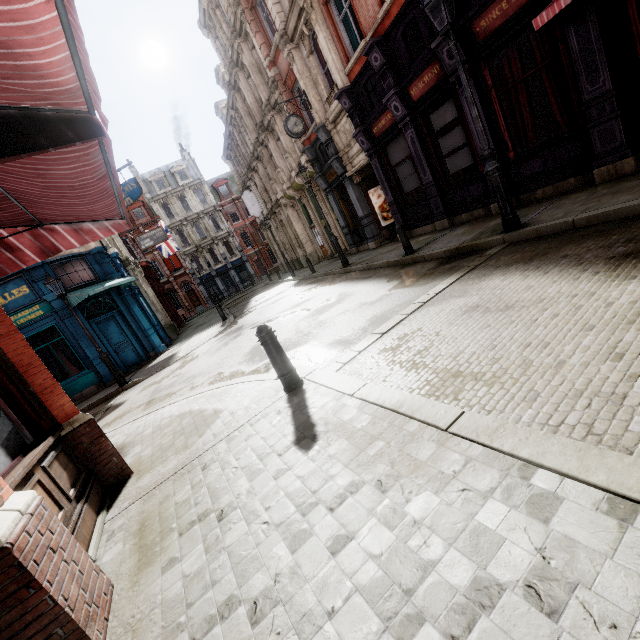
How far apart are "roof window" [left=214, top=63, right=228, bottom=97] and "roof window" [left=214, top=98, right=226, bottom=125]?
2.5 meters

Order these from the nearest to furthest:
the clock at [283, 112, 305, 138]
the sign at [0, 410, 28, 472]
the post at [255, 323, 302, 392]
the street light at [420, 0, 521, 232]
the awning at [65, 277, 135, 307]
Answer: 1. the sign at [0, 410, 28, 472]
2. the post at [255, 323, 302, 392]
3. the street light at [420, 0, 521, 232]
4. the awning at [65, 277, 135, 307]
5. the clock at [283, 112, 305, 138]

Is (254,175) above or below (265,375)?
above

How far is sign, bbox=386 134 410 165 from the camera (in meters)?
11.60

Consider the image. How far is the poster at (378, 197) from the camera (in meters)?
16.08

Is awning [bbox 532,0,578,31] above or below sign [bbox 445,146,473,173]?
above

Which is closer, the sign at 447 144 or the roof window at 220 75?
the sign at 447 144

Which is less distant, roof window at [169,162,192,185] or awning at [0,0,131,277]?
awning at [0,0,131,277]
